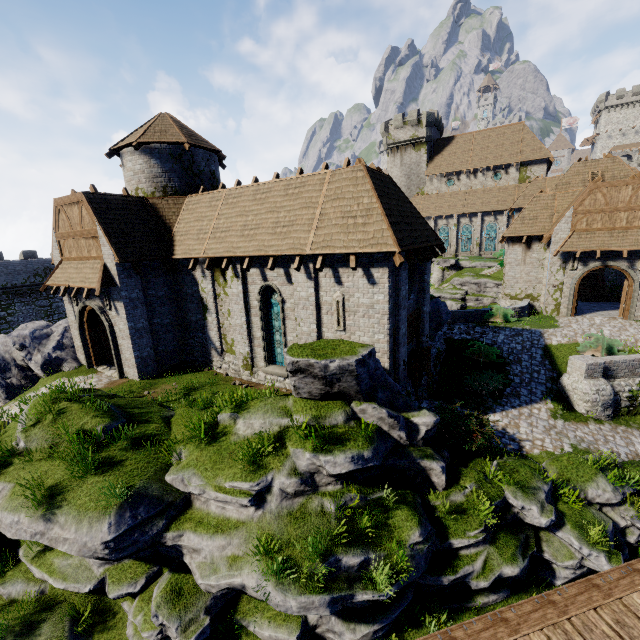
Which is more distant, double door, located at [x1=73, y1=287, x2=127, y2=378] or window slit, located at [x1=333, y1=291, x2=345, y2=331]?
double door, located at [x1=73, y1=287, x2=127, y2=378]

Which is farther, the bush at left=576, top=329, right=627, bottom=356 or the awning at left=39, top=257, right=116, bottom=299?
the bush at left=576, top=329, right=627, bottom=356

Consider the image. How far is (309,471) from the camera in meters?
8.6 m

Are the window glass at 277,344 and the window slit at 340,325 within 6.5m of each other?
yes

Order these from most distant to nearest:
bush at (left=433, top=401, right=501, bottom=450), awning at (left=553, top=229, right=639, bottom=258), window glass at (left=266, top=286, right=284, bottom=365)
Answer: awning at (left=553, top=229, right=639, bottom=258), window glass at (left=266, top=286, right=284, bottom=365), bush at (left=433, top=401, right=501, bottom=450)

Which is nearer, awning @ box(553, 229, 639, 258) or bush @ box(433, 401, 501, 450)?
bush @ box(433, 401, 501, 450)

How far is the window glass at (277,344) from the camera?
14.6 meters

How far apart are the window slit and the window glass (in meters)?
2.66
